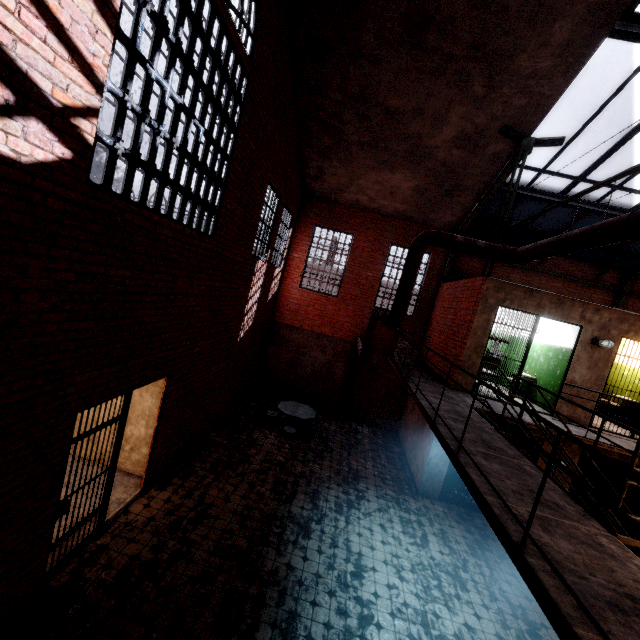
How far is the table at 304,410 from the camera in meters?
9.5 m

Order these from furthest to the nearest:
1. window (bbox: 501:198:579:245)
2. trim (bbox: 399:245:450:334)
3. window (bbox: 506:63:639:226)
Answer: trim (bbox: 399:245:450:334) < window (bbox: 501:198:579:245) < window (bbox: 506:63:639:226)

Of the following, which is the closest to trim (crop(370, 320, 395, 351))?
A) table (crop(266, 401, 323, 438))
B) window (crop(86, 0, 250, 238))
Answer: table (crop(266, 401, 323, 438))

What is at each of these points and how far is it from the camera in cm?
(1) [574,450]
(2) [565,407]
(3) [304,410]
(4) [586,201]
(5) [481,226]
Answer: (1) building, 813
(2) building, 809
(3) table, 1017
(4) window, 922
(5) window, 1124

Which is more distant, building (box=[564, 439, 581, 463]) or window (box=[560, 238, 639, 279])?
window (box=[560, 238, 639, 279])

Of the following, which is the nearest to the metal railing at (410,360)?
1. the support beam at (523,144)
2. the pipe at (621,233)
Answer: the pipe at (621,233)

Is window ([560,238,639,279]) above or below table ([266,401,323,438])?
above

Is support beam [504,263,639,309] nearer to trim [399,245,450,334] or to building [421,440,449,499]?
trim [399,245,450,334]
